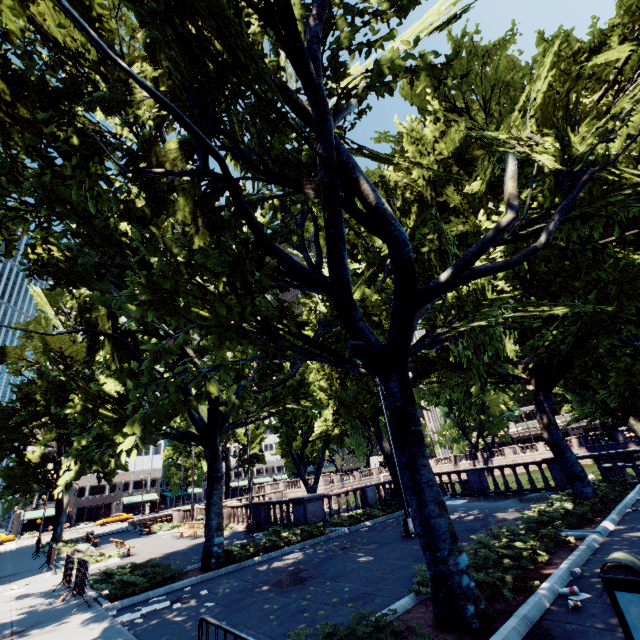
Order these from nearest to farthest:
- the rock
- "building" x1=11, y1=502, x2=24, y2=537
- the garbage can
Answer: the garbage can, the rock, "building" x1=11, y1=502, x2=24, y2=537

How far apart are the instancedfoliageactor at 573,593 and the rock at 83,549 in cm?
2325

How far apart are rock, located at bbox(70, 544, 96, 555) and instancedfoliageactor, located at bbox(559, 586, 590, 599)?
23.2m

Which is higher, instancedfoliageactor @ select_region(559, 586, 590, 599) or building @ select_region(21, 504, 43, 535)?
building @ select_region(21, 504, 43, 535)

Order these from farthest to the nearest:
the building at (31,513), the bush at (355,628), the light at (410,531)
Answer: the building at (31,513) < the light at (410,531) < the bush at (355,628)

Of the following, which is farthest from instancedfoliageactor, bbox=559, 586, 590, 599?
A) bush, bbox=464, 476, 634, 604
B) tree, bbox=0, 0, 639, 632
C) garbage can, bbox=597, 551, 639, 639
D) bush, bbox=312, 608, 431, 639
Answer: bush, bbox=312, 608, 431, 639

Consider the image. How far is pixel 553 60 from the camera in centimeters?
1523cm

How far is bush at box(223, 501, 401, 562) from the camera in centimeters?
1260cm
